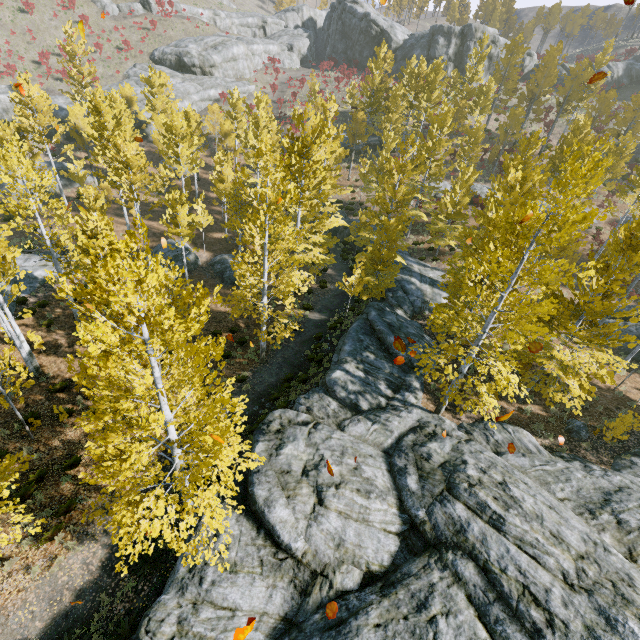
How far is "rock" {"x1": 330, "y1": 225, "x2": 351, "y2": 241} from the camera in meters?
32.7

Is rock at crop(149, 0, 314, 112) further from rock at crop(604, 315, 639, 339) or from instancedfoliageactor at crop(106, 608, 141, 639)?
rock at crop(604, 315, 639, 339)

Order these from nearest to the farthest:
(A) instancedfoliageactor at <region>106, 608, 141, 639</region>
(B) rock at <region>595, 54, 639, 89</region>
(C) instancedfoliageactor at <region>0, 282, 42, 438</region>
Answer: (A) instancedfoliageactor at <region>106, 608, 141, 639</region>, (C) instancedfoliageactor at <region>0, 282, 42, 438</region>, (B) rock at <region>595, 54, 639, 89</region>

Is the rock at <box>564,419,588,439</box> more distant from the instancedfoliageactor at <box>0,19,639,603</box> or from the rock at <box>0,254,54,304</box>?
the rock at <box>0,254,54,304</box>

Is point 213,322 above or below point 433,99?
below

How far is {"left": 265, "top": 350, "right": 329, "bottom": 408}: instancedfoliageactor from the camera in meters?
14.8 m

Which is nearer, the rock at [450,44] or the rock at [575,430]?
the rock at [575,430]

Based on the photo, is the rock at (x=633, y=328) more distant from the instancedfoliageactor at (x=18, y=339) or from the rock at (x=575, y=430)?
the rock at (x=575, y=430)
